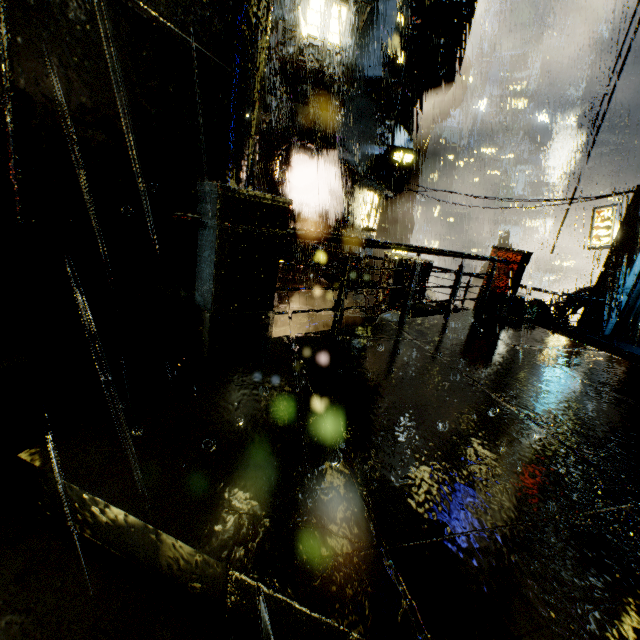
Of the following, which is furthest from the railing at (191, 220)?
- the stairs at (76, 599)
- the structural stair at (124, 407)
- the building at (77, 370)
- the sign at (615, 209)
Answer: the sign at (615, 209)

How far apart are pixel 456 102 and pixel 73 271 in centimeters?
3656cm

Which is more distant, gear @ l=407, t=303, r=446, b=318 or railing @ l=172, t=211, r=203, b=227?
gear @ l=407, t=303, r=446, b=318

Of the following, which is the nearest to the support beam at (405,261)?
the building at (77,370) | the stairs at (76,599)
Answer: the building at (77,370)

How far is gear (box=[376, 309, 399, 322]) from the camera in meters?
6.5 m

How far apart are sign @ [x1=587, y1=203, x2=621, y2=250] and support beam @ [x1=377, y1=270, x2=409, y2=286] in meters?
14.3 m

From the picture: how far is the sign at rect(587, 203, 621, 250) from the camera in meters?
17.3
